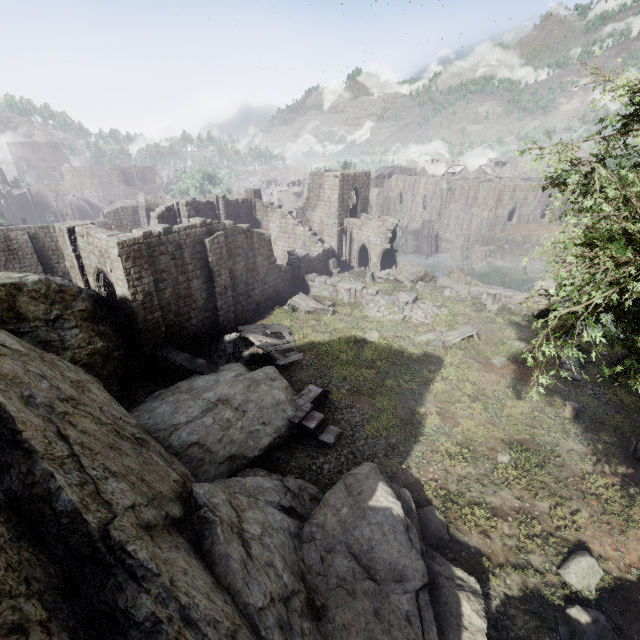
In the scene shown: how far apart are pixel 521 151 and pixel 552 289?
33.0m

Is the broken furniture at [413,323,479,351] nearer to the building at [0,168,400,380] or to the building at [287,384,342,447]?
the building at [0,168,400,380]

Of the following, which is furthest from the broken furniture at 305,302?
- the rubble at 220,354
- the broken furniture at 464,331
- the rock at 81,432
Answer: the rock at 81,432

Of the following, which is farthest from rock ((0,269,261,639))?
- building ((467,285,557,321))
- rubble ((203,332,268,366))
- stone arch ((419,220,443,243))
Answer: stone arch ((419,220,443,243))

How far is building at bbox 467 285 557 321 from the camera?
23.6 meters

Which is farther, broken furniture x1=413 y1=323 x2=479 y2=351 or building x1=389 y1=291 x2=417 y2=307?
building x1=389 y1=291 x2=417 y2=307

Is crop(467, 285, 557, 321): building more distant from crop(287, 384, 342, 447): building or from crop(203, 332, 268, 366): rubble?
crop(203, 332, 268, 366): rubble

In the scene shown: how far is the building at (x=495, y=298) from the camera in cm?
2358
